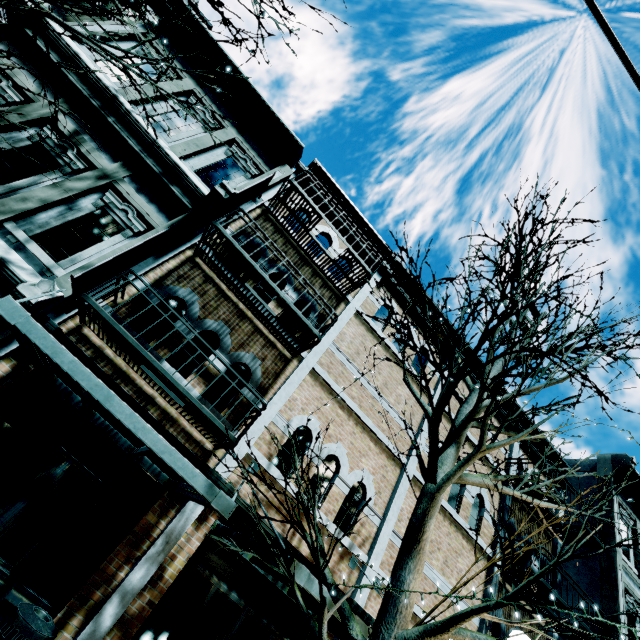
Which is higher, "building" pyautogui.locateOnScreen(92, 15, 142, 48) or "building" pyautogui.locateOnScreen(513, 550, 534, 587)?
"building" pyautogui.locateOnScreen(92, 15, 142, 48)

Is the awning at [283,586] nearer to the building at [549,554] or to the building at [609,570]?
the building at [549,554]

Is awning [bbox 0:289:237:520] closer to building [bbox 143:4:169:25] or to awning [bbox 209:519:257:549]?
building [bbox 143:4:169:25]

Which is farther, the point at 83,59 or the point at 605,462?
the point at 605,462

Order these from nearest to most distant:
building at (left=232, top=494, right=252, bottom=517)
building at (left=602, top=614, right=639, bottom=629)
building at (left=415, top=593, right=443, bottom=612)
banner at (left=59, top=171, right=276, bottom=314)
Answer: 1. banner at (left=59, top=171, right=276, bottom=314)
2. building at (left=232, top=494, right=252, bottom=517)
3. building at (left=415, top=593, right=443, bottom=612)
4. building at (left=602, top=614, right=639, bottom=629)

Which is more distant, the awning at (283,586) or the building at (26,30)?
the building at (26,30)

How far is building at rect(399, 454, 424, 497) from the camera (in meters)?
8.48
